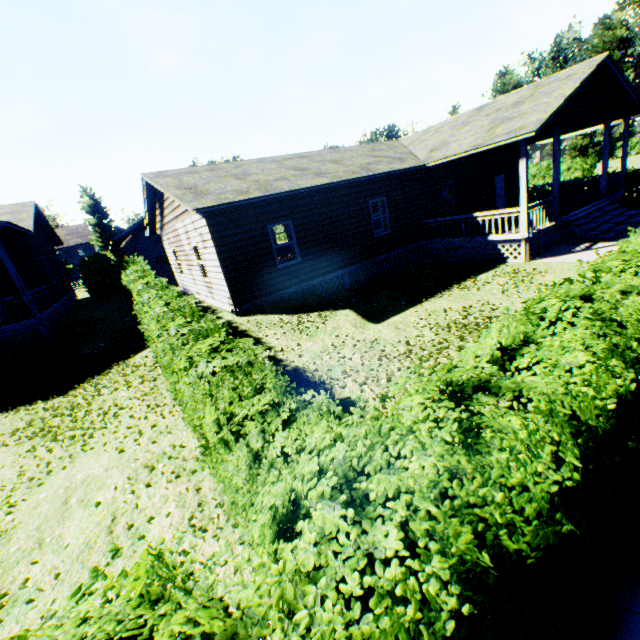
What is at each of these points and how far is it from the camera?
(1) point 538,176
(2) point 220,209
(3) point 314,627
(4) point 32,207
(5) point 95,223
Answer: (1) hedge, 35.59m
(2) house, 10.68m
(3) hedge, 1.46m
(4) house, 17.80m
(5) tree, 43.19m

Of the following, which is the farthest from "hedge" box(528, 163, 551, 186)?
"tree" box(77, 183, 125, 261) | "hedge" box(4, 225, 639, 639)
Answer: "tree" box(77, 183, 125, 261)

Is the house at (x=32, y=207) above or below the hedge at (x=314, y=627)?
above

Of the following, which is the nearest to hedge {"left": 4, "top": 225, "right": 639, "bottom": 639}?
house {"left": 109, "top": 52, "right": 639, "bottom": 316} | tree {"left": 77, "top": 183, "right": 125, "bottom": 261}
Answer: house {"left": 109, "top": 52, "right": 639, "bottom": 316}

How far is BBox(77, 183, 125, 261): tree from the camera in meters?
42.8

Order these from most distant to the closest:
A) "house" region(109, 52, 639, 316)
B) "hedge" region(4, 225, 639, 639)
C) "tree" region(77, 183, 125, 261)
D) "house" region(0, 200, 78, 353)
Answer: "tree" region(77, 183, 125, 261) → "house" region(0, 200, 78, 353) → "house" region(109, 52, 639, 316) → "hedge" region(4, 225, 639, 639)

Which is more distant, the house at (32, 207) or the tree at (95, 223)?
the tree at (95, 223)

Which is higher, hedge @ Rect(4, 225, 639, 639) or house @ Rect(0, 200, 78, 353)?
house @ Rect(0, 200, 78, 353)
